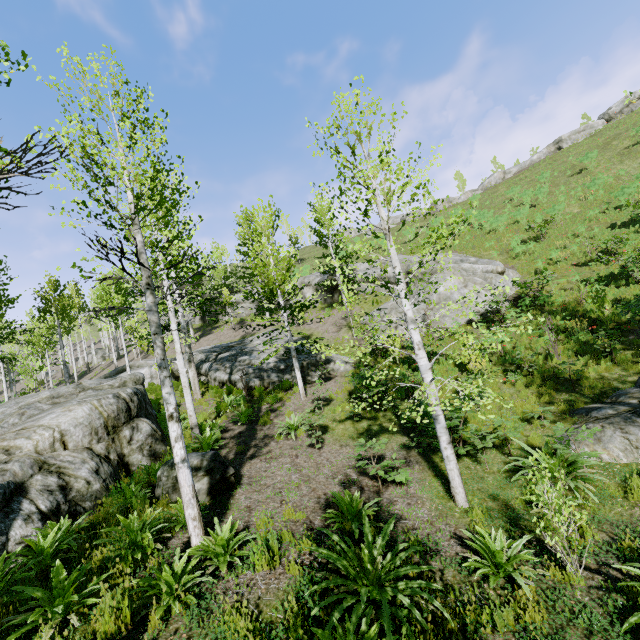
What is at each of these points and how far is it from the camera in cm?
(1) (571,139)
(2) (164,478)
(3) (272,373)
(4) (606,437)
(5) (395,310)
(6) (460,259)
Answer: (1) rock, 3844
(2) rock, 745
(3) rock, 1562
(4) rock, 722
(5) rock, 1867
(6) rock, 2070

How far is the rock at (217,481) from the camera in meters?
7.4 m

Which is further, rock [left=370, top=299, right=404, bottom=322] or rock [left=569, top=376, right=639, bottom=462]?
rock [left=370, top=299, right=404, bottom=322]

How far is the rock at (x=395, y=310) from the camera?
18.5 meters

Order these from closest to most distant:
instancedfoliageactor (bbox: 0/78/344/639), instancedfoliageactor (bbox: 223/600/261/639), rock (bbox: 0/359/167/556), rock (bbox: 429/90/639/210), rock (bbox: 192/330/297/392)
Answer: instancedfoliageactor (bbox: 223/600/261/639) < instancedfoliageactor (bbox: 0/78/344/639) < rock (bbox: 0/359/167/556) < rock (bbox: 192/330/297/392) < rock (bbox: 429/90/639/210)

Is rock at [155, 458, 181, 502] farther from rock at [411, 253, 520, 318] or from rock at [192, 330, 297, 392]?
rock at [411, 253, 520, 318]

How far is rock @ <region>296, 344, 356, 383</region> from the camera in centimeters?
1545cm
